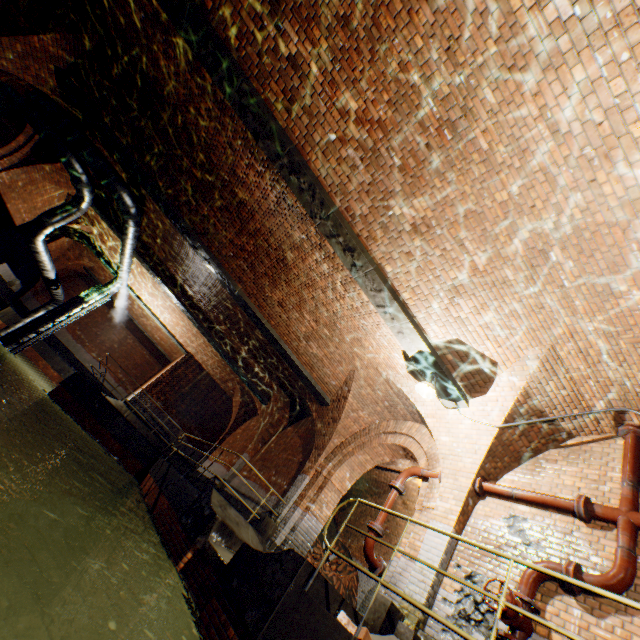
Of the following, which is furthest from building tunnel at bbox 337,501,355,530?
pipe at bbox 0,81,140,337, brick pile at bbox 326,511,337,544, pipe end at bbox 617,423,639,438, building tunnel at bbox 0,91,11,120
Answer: building tunnel at bbox 0,91,11,120

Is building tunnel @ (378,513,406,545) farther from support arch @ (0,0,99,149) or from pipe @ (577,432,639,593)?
pipe @ (577,432,639,593)

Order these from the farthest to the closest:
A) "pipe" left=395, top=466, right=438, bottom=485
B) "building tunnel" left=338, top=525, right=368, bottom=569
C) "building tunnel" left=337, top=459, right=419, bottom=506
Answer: "building tunnel" left=338, top=525, right=368, bottom=569 → "building tunnel" left=337, top=459, right=419, bottom=506 → "pipe" left=395, top=466, right=438, bottom=485

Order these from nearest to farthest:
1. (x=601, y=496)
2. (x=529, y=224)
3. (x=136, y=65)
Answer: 1. (x=529, y=224)
2. (x=601, y=496)
3. (x=136, y=65)

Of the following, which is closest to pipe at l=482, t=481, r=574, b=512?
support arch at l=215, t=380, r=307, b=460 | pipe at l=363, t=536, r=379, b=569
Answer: pipe at l=363, t=536, r=379, b=569

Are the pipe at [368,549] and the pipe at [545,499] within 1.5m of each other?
no

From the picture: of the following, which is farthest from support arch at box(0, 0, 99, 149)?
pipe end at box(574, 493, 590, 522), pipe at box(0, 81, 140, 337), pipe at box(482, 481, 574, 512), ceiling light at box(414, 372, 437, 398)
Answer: pipe end at box(574, 493, 590, 522)

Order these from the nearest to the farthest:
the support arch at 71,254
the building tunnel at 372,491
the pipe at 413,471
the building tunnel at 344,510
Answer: the pipe at 413,471 < the building tunnel at 372,491 < the building tunnel at 344,510 < the support arch at 71,254
